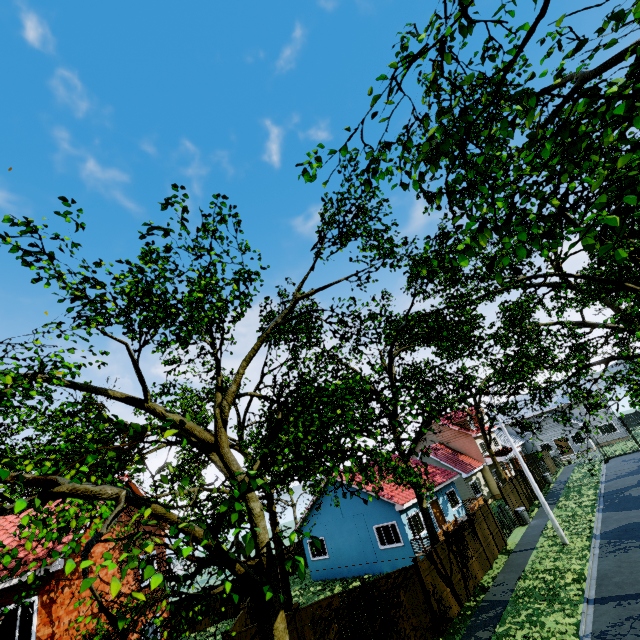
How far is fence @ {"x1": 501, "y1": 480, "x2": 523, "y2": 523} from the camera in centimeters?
2333cm

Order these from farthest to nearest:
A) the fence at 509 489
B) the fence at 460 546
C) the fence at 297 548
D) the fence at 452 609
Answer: the fence at 297 548 → the fence at 509 489 → the fence at 460 546 → the fence at 452 609

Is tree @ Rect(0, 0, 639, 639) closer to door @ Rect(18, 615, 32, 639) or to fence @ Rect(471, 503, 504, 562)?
fence @ Rect(471, 503, 504, 562)

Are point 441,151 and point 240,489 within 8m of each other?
yes

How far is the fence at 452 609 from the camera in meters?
13.3

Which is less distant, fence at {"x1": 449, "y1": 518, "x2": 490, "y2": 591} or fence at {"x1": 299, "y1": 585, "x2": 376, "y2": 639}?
fence at {"x1": 299, "y1": 585, "x2": 376, "y2": 639}

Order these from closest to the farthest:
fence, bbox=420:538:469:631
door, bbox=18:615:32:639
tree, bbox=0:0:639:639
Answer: tree, bbox=0:0:639:639 → door, bbox=18:615:32:639 → fence, bbox=420:538:469:631
